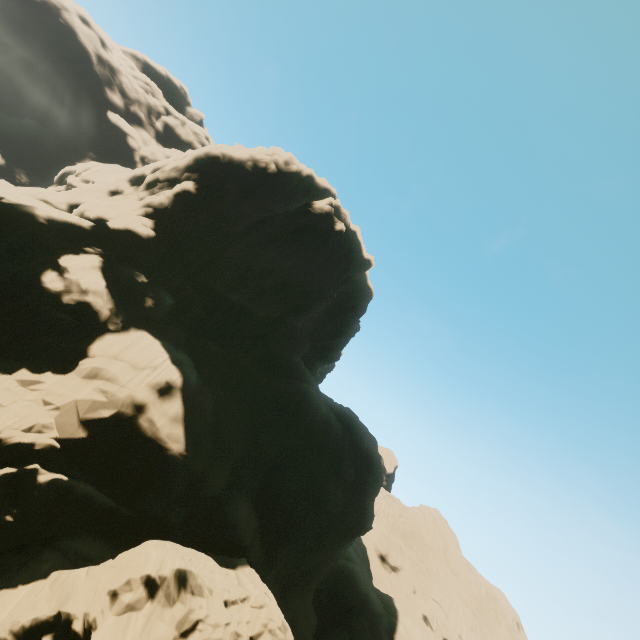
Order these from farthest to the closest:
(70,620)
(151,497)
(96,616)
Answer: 1. (151,497)
2. (70,620)
3. (96,616)
